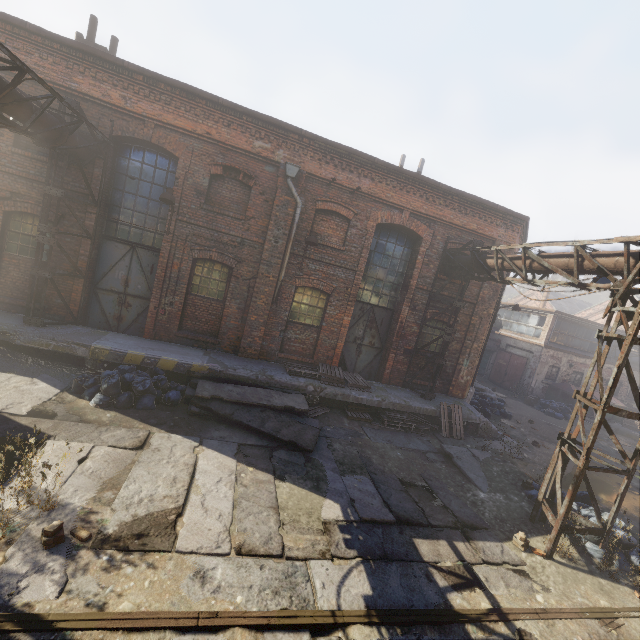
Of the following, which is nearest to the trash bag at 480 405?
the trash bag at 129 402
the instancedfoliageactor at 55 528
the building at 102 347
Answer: the building at 102 347

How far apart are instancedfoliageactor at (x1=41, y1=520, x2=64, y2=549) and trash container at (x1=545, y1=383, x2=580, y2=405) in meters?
24.9 m

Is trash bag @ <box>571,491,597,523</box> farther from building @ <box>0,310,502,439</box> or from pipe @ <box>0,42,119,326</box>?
pipe @ <box>0,42,119,326</box>

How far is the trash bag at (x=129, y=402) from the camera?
7.6 meters

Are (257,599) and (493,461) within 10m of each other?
yes

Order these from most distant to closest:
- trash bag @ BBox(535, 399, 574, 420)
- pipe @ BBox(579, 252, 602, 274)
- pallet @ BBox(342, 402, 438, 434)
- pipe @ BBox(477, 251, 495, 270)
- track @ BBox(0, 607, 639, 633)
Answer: trash bag @ BBox(535, 399, 574, 420) < pallet @ BBox(342, 402, 438, 434) < pipe @ BBox(477, 251, 495, 270) < pipe @ BBox(579, 252, 602, 274) < track @ BBox(0, 607, 639, 633)

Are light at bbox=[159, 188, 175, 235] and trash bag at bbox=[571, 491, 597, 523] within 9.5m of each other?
no

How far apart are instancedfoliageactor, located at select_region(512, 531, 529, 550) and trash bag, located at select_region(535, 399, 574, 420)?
15.3 meters
